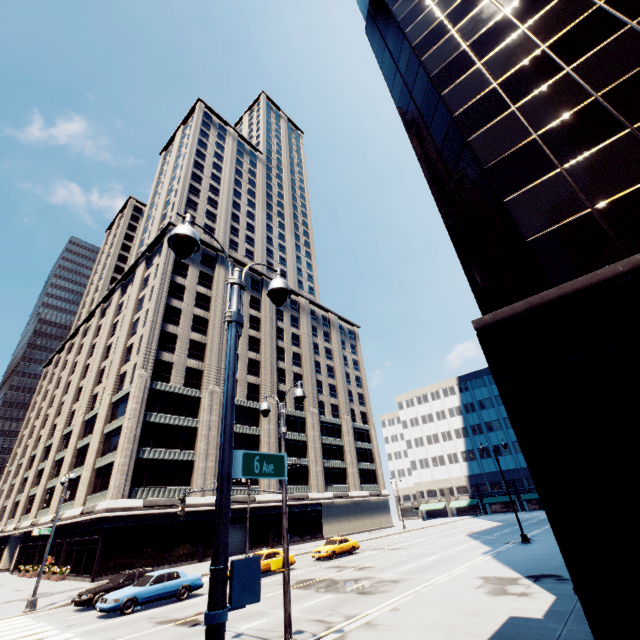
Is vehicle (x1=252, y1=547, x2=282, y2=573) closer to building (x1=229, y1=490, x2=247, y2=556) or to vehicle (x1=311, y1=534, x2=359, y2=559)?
vehicle (x1=311, y1=534, x2=359, y2=559)

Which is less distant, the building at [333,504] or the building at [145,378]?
the building at [145,378]

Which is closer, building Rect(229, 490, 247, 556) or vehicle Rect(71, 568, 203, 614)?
vehicle Rect(71, 568, 203, 614)

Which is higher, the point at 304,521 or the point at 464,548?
the point at 304,521

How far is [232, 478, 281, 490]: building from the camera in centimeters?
4160cm

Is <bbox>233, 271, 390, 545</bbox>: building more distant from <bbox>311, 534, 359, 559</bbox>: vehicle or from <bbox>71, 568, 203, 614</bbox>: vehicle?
<bbox>71, 568, 203, 614</bbox>: vehicle

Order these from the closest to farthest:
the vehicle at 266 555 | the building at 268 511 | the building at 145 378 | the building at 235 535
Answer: the vehicle at 266 555
the building at 145 378
the building at 235 535
the building at 268 511
